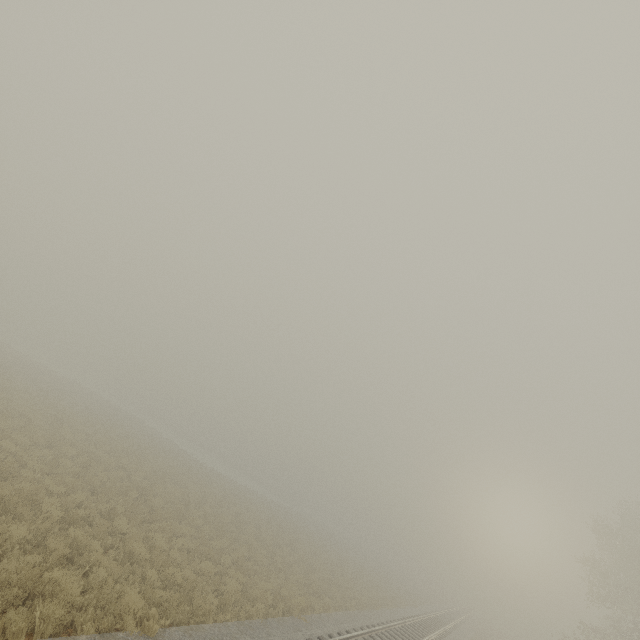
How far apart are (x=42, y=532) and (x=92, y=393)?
43.64m
